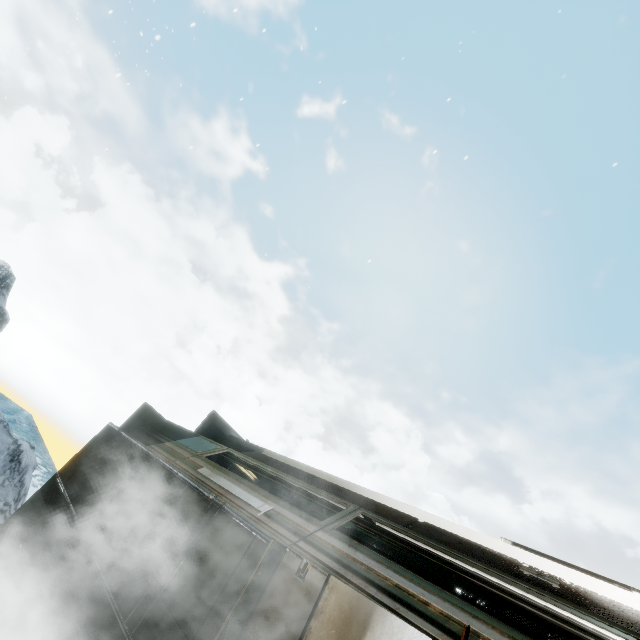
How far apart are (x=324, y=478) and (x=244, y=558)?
4.4m
